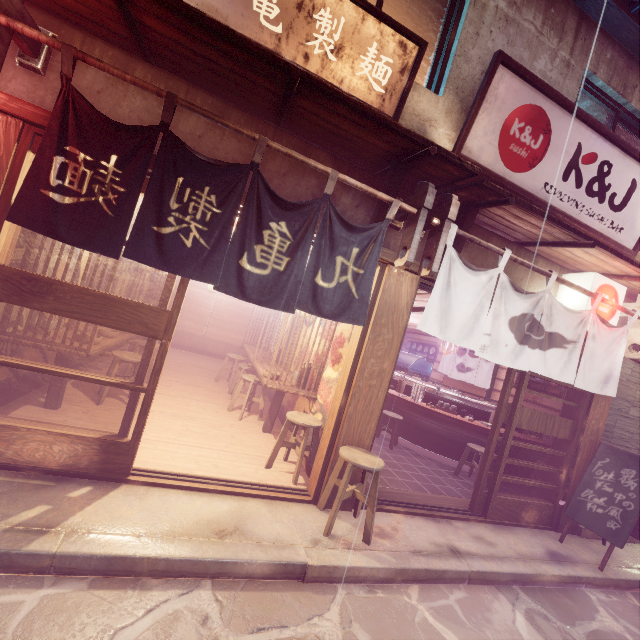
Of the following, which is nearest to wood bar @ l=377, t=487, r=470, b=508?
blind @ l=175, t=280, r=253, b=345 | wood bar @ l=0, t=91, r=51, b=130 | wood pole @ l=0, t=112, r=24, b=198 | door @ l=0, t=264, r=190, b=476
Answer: door @ l=0, t=264, r=190, b=476

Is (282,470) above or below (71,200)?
below

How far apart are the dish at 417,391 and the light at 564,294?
5.01m

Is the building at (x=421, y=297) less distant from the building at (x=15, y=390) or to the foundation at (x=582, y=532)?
the building at (x=15, y=390)

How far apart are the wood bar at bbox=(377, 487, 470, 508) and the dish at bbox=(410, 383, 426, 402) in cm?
371

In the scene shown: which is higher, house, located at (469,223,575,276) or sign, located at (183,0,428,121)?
sign, located at (183,0,428,121)

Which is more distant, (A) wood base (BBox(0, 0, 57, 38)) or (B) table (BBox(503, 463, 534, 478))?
(B) table (BBox(503, 463, 534, 478))

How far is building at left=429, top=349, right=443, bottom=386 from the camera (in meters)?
20.63
